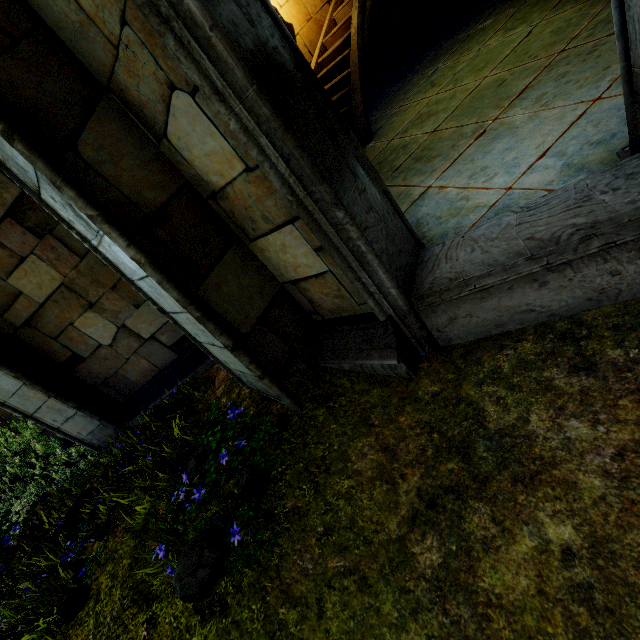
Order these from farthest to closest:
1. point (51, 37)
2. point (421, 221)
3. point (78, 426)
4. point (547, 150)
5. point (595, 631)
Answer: point (78, 426) < point (421, 221) < point (547, 150) < point (51, 37) < point (595, 631)
